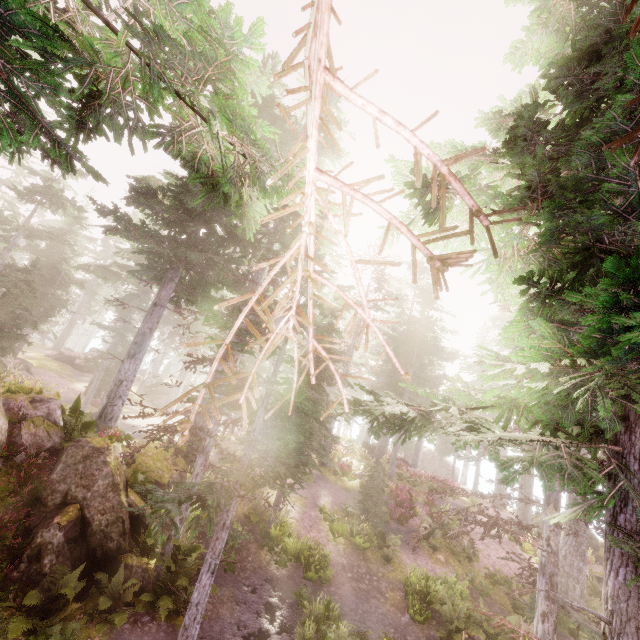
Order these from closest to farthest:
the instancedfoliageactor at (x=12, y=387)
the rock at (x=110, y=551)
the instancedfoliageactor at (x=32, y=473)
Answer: the rock at (x=110, y=551)
the instancedfoliageactor at (x=32, y=473)
the instancedfoliageactor at (x=12, y=387)

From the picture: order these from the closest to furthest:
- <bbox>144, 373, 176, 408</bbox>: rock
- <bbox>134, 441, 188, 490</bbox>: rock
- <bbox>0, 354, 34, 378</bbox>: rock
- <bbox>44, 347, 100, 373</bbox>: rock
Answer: <bbox>134, 441, 188, 490</bbox>: rock → <bbox>0, 354, 34, 378</bbox>: rock → <bbox>44, 347, 100, 373</bbox>: rock → <bbox>144, 373, 176, 408</bbox>: rock

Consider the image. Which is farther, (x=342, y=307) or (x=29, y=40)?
(x=29, y=40)

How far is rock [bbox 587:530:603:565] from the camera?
22.9m

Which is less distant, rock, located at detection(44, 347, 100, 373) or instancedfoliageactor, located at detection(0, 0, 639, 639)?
instancedfoliageactor, located at detection(0, 0, 639, 639)

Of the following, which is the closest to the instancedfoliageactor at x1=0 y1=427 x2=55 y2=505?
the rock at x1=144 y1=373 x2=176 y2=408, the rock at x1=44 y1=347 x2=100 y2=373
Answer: the rock at x1=144 y1=373 x2=176 y2=408

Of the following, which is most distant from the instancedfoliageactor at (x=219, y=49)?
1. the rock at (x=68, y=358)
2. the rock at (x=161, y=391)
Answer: the rock at (x=68, y=358)
